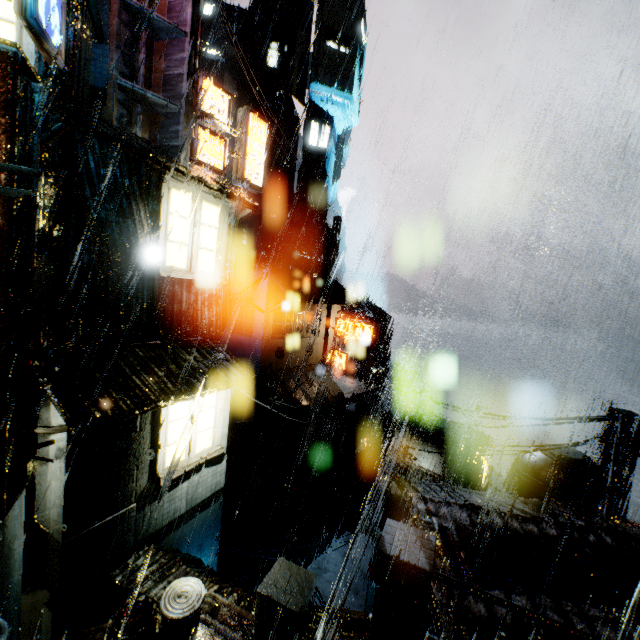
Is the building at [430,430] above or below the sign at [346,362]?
below

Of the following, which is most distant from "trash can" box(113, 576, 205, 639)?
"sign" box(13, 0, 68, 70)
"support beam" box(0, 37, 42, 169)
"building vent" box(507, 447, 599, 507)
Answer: "building vent" box(507, 447, 599, 507)

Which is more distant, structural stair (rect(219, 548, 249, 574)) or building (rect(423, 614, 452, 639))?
structural stair (rect(219, 548, 249, 574))

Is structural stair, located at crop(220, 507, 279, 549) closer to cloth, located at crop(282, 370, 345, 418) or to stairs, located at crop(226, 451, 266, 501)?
stairs, located at crop(226, 451, 266, 501)

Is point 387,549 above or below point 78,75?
below

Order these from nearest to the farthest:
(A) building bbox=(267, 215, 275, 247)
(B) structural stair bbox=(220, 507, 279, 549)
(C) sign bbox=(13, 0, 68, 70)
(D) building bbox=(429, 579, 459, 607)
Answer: (C) sign bbox=(13, 0, 68, 70), (D) building bbox=(429, 579, 459, 607), (B) structural stair bbox=(220, 507, 279, 549), (A) building bbox=(267, 215, 275, 247)

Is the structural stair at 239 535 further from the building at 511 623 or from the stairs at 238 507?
the stairs at 238 507

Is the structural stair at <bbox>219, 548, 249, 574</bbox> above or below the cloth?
below
